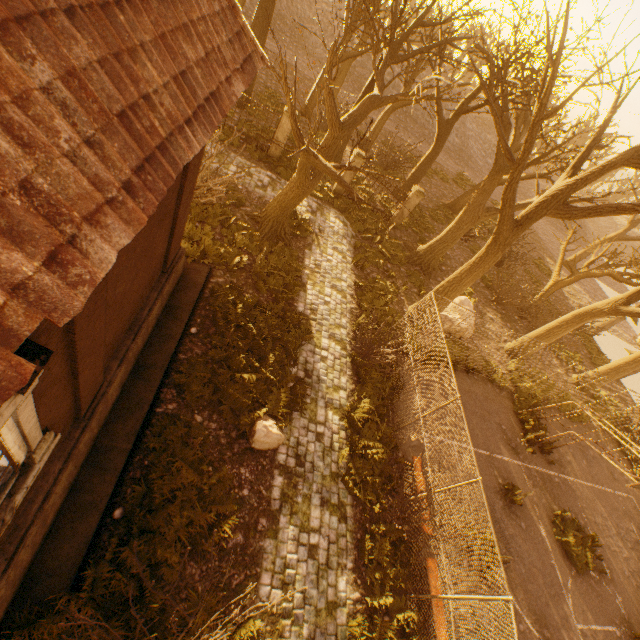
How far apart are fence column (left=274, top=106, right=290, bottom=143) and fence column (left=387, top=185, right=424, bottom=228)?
7.2 meters

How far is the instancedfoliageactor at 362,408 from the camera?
8.8m

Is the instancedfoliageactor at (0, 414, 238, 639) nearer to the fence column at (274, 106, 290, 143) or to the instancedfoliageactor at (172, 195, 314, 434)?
the instancedfoliageactor at (172, 195, 314, 434)

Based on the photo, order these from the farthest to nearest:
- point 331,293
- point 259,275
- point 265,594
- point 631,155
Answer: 1. point 331,293
2. point 259,275
3. point 631,155
4. point 265,594

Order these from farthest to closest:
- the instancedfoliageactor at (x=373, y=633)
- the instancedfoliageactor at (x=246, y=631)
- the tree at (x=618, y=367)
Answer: the tree at (x=618, y=367), the instancedfoliageactor at (x=373, y=633), the instancedfoliageactor at (x=246, y=631)

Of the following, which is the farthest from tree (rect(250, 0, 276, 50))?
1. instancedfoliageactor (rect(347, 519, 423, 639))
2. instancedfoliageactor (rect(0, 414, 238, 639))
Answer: instancedfoliageactor (rect(0, 414, 238, 639))

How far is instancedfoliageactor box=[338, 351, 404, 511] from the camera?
8.8m

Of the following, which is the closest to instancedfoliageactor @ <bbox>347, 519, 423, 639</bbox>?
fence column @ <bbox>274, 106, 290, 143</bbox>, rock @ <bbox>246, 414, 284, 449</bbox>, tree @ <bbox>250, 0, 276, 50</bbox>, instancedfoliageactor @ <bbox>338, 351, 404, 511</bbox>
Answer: instancedfoliageactor @ <bbox>338, 351, 404, 511</bbox>
